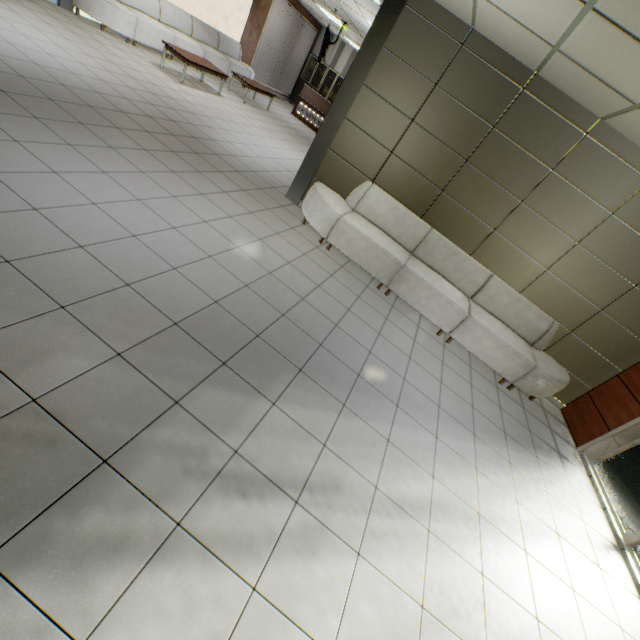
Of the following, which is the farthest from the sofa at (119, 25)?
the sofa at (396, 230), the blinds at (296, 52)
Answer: the sofa at (396, 230)

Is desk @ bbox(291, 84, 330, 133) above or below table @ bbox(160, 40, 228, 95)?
above

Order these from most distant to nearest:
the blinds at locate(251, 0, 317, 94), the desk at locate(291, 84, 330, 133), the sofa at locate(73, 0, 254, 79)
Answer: the desk at locate(291, 84, 330, 133)
the blinds at locate(251, 0, 317, 94)
the sofa at locate(73, 0, 254, 79)

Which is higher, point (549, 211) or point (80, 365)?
point (549, 211)

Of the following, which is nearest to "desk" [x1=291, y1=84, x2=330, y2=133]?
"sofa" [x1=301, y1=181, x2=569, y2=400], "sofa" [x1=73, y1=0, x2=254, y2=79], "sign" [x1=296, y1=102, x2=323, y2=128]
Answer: "sign" [x1=296, y1=102, x2=323, y2=128]

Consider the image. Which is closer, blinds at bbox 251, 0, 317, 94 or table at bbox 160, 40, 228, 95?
table at bbox 160, 40, 228, 95

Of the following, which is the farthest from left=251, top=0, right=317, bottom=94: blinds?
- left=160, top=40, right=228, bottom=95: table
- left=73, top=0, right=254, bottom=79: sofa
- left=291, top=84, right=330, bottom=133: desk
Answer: left=160, top=40, right=228, bottom=95: table

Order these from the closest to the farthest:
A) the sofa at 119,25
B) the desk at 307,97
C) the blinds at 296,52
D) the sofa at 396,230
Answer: the sofa at 396,230
the sofa at 119,25
the blinds at 296,52
the desk at 307,97
